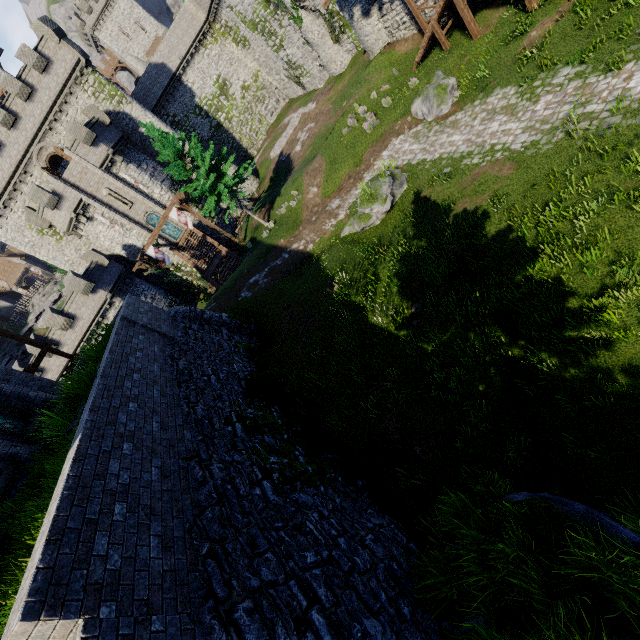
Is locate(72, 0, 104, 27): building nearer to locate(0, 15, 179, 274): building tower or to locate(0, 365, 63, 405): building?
locate(0, 15, 179, 274): building tower

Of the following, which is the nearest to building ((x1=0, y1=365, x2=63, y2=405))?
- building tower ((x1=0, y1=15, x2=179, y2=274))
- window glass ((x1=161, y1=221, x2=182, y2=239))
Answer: window glass ((x1=161, y1=221, x2=182, y2=239))

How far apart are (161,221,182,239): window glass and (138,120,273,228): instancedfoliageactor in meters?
13.0

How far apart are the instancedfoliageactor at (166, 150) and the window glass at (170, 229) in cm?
1305

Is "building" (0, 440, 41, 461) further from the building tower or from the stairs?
the building tower

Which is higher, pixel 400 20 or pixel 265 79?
pixel 265 79

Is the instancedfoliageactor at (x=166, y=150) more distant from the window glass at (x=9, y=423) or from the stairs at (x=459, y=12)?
the window glass at (x=9, y=423)

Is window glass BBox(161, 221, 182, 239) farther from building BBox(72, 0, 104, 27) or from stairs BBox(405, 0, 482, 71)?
building BBox(72, 0, 104, 27)
